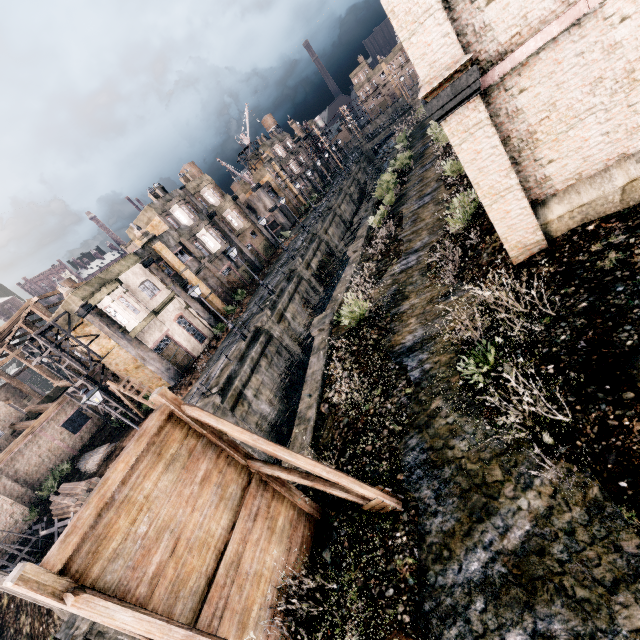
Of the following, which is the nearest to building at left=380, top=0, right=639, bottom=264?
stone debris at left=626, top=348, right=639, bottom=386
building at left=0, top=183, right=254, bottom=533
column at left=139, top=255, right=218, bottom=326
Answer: stone debris at left=626, top=348, right=639, bottom=386

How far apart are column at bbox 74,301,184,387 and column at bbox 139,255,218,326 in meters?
5.9

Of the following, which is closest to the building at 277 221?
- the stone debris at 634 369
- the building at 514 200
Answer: the building at 514 200

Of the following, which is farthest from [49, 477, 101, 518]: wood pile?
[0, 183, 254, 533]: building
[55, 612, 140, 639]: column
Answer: [0, 183, 254, 533]: building

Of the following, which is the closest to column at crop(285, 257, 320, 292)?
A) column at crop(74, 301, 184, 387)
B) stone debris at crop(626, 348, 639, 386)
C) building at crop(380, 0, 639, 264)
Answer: column at crop(74, 301, 184, 387)

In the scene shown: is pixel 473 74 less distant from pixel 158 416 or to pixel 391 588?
pixel 158 416

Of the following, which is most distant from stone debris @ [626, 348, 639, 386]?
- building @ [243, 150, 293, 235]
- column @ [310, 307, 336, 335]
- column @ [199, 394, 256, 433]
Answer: building @ [243, 150, 293, 235]

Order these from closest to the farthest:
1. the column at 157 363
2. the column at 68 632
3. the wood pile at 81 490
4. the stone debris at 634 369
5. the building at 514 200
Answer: the stone debris at 634 369 < the building at 514 200 < the column at 68 632 < the wood pile at 81 490 < the column at 157 363
